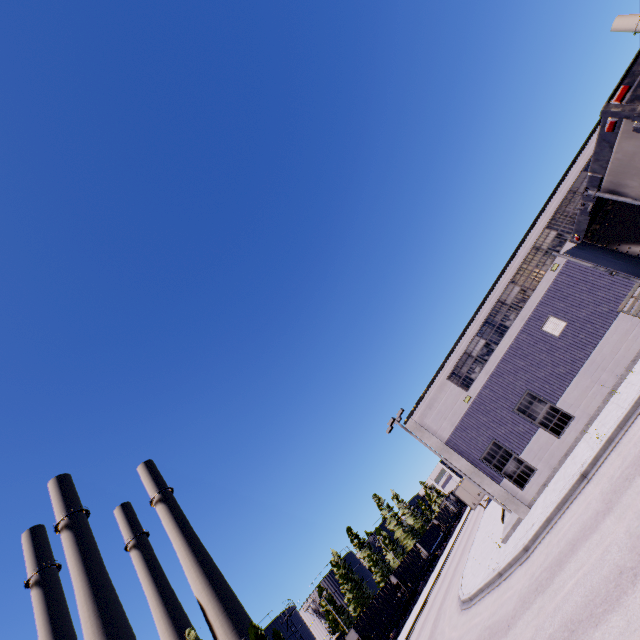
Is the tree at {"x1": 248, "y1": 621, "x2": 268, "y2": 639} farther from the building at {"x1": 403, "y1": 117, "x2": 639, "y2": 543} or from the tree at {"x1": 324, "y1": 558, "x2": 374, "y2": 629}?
the building at {"x1": 403, "y1": 117, "x2": 639, "y2": 543}

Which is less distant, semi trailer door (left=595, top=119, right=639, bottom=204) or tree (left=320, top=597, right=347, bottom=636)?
semi trailer door (left=595, top=119, right=639, bottom=204)

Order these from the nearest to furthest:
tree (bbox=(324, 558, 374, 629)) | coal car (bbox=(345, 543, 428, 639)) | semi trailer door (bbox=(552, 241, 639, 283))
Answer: semi trailer door (bbox=(552, 241, 639, 283)) → coal car (bbox=(345, 543, 428, 639)) → tree (bbox=(324, 558, 374, 629))

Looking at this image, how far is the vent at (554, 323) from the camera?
18.29m

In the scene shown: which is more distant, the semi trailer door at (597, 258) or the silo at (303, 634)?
the silo at (303, 634)

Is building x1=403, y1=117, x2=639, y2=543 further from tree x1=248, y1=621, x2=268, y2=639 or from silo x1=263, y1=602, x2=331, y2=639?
tree x1=248, y1=621, x2=268, y2=639

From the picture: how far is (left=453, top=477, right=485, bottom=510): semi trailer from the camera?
38.1m

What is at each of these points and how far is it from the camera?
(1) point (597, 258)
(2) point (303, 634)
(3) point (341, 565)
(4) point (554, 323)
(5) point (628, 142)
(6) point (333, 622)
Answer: (1) semi trailer door, 3.7m
(2) silo, 49.8m
(3) tree, 58.7m
(4) vent, 18.5m
(5) semi trailer door, 2.6m
(6) tree, 51.0m
